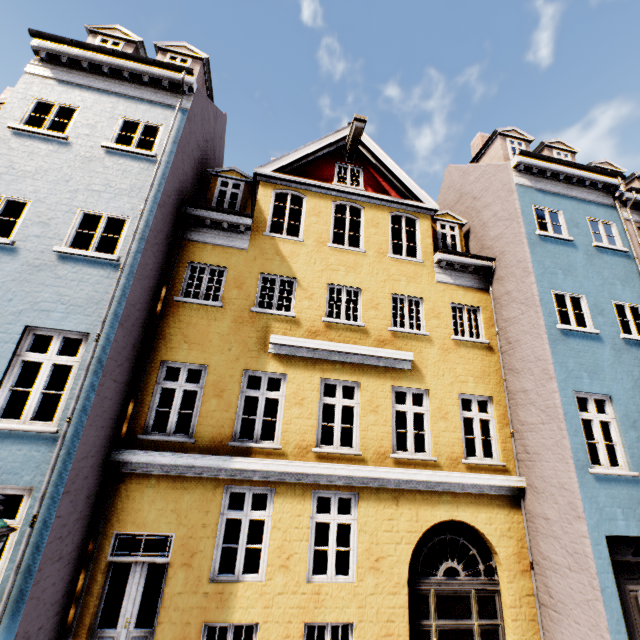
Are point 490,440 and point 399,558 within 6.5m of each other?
yes

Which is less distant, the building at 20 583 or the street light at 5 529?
the street light at 5 529

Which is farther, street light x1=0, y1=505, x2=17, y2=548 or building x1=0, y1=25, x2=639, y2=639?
building x1=0, y1=25, x2=639, y2=639
